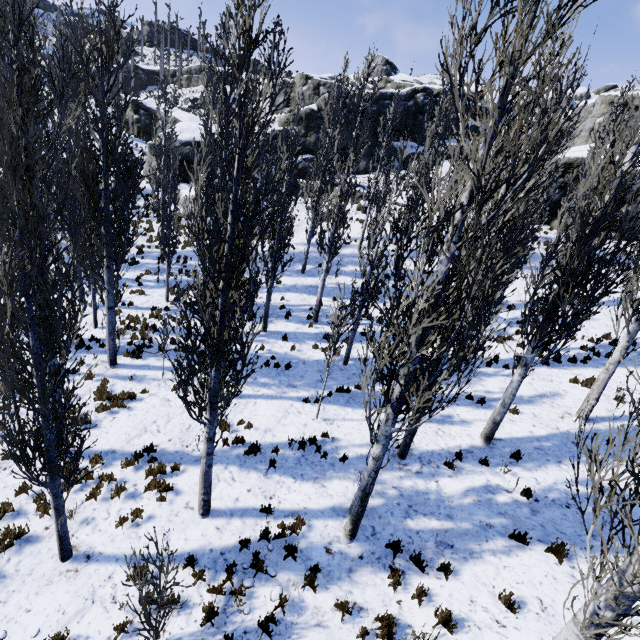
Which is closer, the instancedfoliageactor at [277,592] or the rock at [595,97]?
the instancedfoliageactor at [277,592]

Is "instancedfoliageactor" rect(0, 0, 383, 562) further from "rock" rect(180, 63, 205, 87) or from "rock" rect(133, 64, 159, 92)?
"rock" rect(180, 63, 205, 87)

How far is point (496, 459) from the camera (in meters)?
8.84

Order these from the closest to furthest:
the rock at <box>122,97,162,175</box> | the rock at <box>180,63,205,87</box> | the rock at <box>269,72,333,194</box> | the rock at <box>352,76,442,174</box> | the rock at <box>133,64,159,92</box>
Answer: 1. the rock at <box>122,97,162,175</box>
2. the rock at <box>269,72,333,194</box>
3. the rock at <box>352,76,442,174</box>
4. the rock at <box>180,63,205,87</box>
5. the rock at <box>133,64,159,92</box>

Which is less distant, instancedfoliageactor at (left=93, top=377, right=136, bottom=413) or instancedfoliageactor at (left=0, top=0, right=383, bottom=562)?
instancedfoliageactor at (left=0, top=0, right=383, bottom=562)

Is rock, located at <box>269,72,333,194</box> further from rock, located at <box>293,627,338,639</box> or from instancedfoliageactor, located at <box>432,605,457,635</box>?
rock, located at <box>293,627,338,639</box>

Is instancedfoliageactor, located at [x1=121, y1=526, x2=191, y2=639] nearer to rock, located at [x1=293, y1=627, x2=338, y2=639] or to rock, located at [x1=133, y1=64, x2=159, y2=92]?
rock, located at [x1=293, y1=627, x2=338, y2=639]

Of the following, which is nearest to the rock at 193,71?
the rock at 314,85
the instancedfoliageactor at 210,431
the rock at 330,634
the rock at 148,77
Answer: the rock at 148,77
